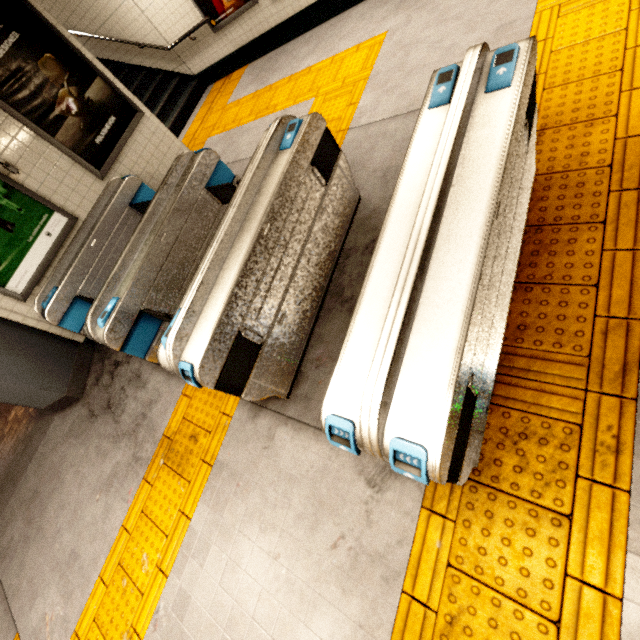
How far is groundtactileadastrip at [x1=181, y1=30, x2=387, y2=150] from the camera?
4.21m

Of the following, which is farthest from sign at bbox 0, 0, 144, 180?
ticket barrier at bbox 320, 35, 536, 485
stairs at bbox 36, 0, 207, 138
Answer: ticket barrier at bbox 320, 35, 536, 485

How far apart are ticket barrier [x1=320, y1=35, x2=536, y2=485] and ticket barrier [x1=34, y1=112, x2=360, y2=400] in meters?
1.0

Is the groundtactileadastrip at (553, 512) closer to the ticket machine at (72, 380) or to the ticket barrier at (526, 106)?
the ticket barrier at (526, 106)

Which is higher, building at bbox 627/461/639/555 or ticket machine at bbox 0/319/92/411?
ticket machine at bbox 0/319/92/411

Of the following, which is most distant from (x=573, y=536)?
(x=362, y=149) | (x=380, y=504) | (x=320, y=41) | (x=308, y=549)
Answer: (x=320, y=41)

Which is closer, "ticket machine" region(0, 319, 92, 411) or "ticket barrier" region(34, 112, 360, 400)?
"ticket barrier" region(34, 112, 360, 400)

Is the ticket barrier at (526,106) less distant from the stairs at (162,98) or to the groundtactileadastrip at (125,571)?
the groundtactileadastrip at (125,571)
